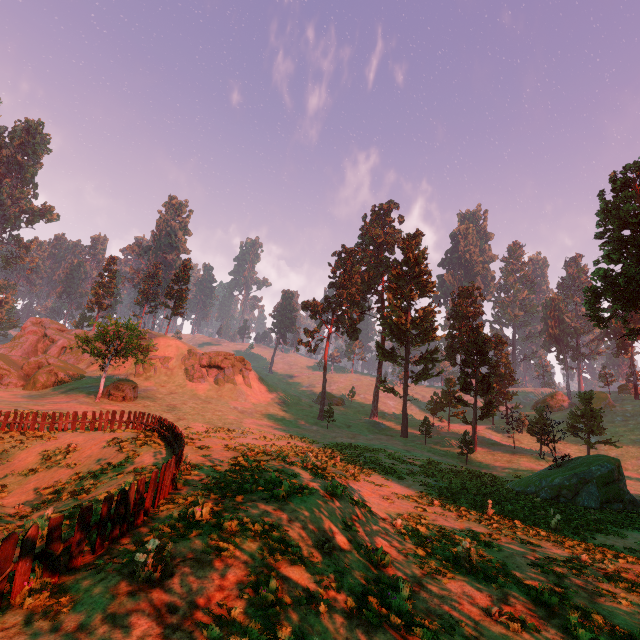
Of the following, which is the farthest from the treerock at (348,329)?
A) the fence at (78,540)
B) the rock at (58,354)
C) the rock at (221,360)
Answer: the rock at (221,360)

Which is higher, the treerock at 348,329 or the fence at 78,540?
the treerock at 348,329

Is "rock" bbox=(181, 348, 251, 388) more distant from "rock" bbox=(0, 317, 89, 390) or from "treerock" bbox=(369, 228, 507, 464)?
"treerock" bbox=(369, 228, 507, 464)

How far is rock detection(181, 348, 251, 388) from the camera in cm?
5353

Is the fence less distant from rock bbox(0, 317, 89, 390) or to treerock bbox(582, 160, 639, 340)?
treerock bbox(582, 160, 639, 340)

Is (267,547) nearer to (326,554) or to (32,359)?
(326,554)

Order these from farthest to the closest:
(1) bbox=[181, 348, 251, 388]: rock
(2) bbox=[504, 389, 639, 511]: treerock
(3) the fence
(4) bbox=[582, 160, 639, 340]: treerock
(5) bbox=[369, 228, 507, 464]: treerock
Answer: (1) bbox=[181, 348, 251, 388]: rock
(5) bbox=[369, 228, 507, 464]: treerock
(4) bbox=[582, 160, 639, 340]: treerock
(2) bbox=[504, 389, 639, 511]: treerock
(3) the fence
